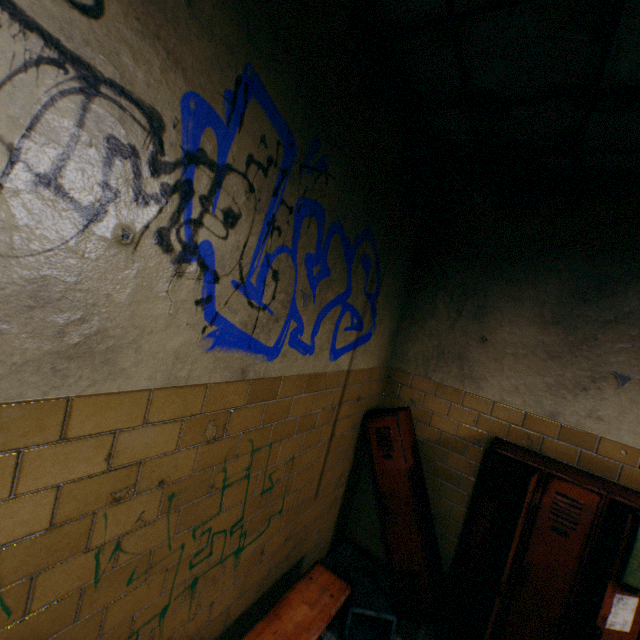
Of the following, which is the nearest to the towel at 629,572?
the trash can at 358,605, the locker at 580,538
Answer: the locker at 580,538

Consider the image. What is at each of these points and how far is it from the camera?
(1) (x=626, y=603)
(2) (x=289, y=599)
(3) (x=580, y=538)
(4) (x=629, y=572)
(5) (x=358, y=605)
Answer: (1) paper, 2.0m
(2) bench, 2.2m
(3) locker, 2.2m
(4) towel, 1.9m
(5) trash can, 2.5m

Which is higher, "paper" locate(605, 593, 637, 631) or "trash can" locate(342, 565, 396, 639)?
"paper" locate(605, 593, 637, 631)

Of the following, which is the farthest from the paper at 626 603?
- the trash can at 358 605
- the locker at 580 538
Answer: the trash can at 358 605

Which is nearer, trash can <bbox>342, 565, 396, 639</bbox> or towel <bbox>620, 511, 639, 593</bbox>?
towel <bbox>620, 511, 639, 593</bbox>

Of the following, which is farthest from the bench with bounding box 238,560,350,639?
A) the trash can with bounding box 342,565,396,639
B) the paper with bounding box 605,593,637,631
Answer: the paper with bounding box 605,593,637,631

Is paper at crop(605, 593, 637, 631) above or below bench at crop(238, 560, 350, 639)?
above

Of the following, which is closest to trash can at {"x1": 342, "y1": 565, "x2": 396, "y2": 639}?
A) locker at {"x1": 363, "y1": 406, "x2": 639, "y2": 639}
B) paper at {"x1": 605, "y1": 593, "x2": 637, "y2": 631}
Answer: locker at {"x1": 363, "y1": 406, "x2": 639, "y2": 639}
